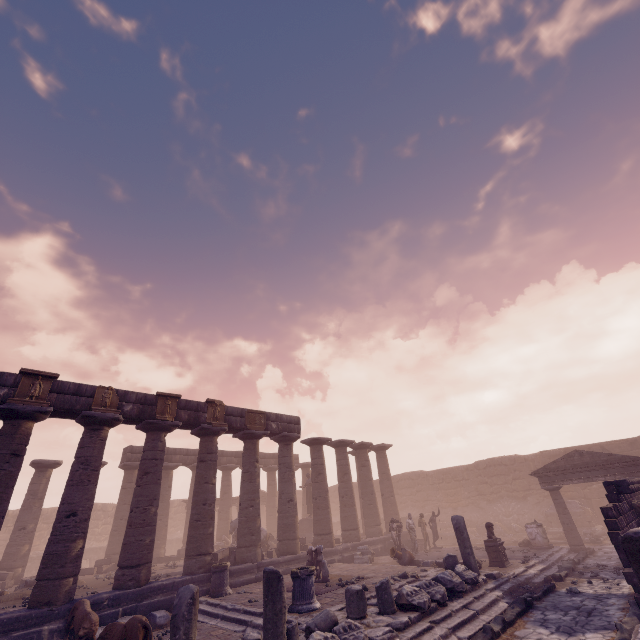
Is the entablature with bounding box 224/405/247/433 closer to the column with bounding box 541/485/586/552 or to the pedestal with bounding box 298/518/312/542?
the pedestal with bounding box 298/518/312/542

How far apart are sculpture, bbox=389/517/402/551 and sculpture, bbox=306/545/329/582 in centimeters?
581cm

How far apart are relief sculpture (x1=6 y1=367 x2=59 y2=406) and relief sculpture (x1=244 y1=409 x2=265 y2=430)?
7.7m

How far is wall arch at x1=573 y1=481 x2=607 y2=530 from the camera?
20.4 meters

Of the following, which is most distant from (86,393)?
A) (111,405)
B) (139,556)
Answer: (139,556)

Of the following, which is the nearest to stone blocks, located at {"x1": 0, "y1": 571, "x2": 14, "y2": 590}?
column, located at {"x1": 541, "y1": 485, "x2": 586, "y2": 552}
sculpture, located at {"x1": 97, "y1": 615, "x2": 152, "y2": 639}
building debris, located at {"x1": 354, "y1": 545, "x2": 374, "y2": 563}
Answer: sculpture, located at {"x1": 97, "y1": 615, "x2": 152, "y2": 639}

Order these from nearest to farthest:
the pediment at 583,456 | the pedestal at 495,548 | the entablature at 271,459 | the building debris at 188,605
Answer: the building debris at 188,605 → the pedestal at 495,548 → the pediment at 583,456 → the entablature at 271,459

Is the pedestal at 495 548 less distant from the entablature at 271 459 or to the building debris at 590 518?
the entablature at 271 459
